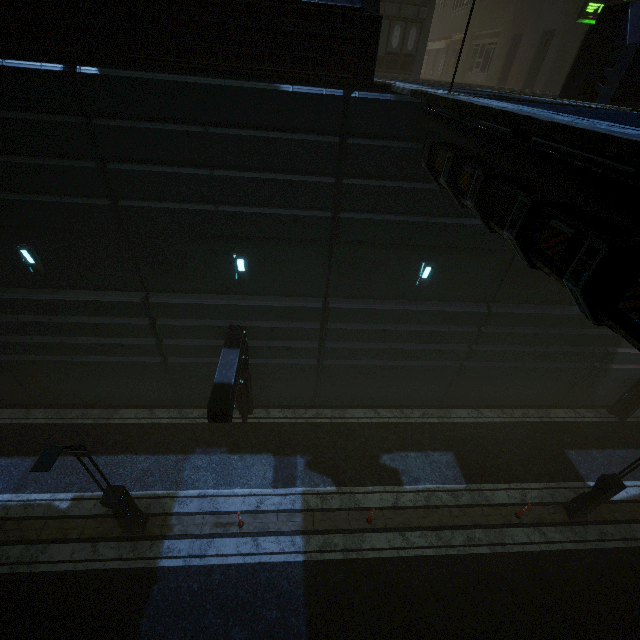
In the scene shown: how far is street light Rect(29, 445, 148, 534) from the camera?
6.5 meters

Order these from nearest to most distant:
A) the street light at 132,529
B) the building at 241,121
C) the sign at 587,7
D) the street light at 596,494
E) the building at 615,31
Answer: the building at 241,121 → the street light at 132,529 → the building at 615,31 → the street light at 596,494 → the sign at 587,7

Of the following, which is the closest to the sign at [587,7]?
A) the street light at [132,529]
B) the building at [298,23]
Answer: the building at [298,23]

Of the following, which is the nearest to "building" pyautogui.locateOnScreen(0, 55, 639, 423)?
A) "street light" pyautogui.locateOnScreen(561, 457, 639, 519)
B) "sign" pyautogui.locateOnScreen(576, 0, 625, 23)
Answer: "sign" pyautogui.locateOnScreen(576, 0, 625, 23)

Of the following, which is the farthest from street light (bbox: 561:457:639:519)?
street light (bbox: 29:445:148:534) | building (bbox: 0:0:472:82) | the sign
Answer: the sign

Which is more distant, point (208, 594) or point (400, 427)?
point (400, 427)

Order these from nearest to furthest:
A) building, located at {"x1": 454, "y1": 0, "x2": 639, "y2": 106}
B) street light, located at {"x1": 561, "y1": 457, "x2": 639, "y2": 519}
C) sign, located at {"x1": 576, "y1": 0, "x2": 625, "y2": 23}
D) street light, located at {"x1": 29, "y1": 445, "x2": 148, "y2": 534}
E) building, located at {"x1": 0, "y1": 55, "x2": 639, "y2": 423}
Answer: building, located at {"x1": 0, "y1": 55, "x2": 639, "y2": 423} < street light, located at {"x1": 29, "y1": 445, "x2": 148, "y2": 534} < building, located at {"x1": 454, "y1": 0, "x2": 639, "y2": 106} < street light, located at {"x1": 561, "y1": 457, "x2": 639, "y2": 519} < sign, located at {"x1": 576, "y1": 0, "x2": 625, "y2": 23}
